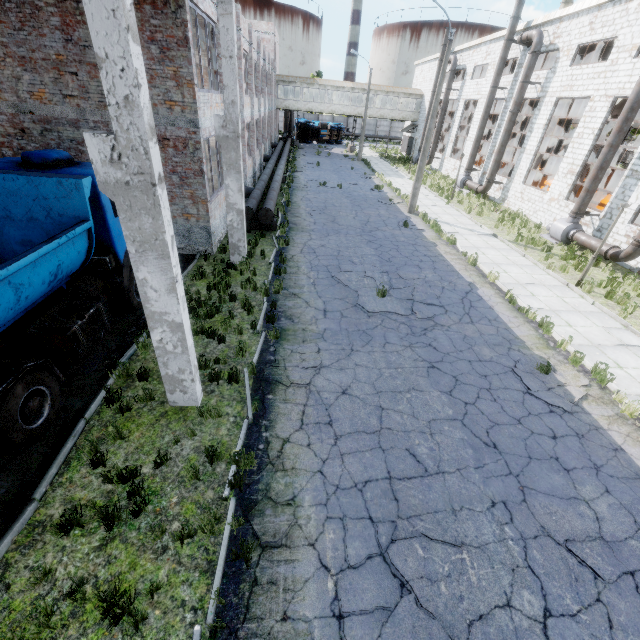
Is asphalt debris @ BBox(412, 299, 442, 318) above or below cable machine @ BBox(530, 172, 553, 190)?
below

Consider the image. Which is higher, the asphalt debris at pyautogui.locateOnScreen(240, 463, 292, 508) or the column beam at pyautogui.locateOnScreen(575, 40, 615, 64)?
the column beam at pyautogui.locateOnScreen(575, 40, 615, 64)

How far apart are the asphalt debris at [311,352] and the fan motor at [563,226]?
16.73m

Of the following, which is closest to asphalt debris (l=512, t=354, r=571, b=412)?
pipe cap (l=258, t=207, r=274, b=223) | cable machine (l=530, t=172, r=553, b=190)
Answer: pipe cap (l=258, t=207, r=274, b=223)

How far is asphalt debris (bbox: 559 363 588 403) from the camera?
7.7m

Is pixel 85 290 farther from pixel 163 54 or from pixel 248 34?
pixel 248 34

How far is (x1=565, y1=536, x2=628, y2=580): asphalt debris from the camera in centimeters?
470cm

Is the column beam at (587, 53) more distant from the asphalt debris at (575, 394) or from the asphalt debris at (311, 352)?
the asphalt debris at (311, 352)
